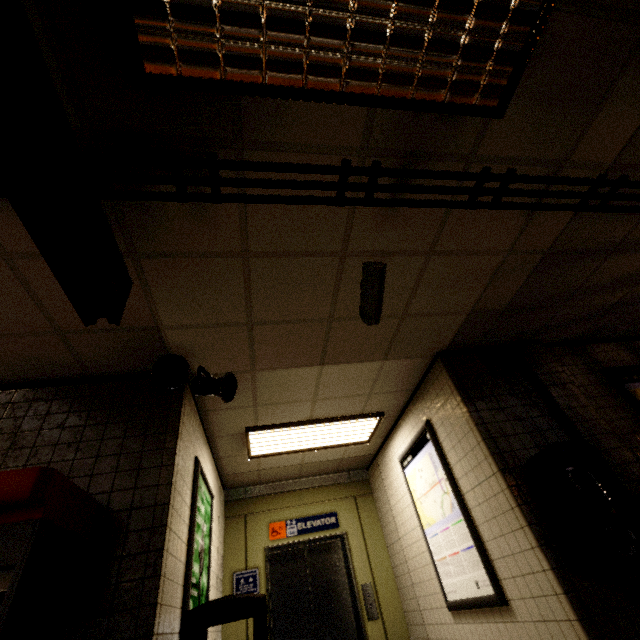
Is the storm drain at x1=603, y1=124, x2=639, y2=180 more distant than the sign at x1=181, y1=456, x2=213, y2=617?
No

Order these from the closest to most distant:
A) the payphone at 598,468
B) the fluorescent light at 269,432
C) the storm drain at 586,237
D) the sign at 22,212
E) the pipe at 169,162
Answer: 1. the sign at 22,212
2. the pipe at 169,162
3. the payphone at 598,468
4. the storm drain at 586,237
5. the fluorescent light at 269,432

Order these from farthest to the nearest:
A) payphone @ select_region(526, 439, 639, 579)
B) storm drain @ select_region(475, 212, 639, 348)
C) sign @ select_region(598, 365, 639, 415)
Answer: sign @ select_region(598, 365, 639, 415) → storm drain @ select_region(475, 212, 639, 348) → payphone @ select_region(526, 439, 639, 579)

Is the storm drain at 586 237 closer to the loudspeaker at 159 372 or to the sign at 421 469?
the sign at 421 469

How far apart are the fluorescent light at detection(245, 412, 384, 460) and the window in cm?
233

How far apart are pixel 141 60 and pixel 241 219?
0.91m

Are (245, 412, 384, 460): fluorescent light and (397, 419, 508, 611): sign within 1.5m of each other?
yes

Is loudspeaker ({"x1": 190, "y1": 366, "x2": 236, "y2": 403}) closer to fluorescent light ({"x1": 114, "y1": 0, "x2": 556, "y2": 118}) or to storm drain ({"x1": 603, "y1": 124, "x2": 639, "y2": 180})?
fluorescent light ({"x1": 114, "y1": 0, "x2": 556, "y2": 118})
